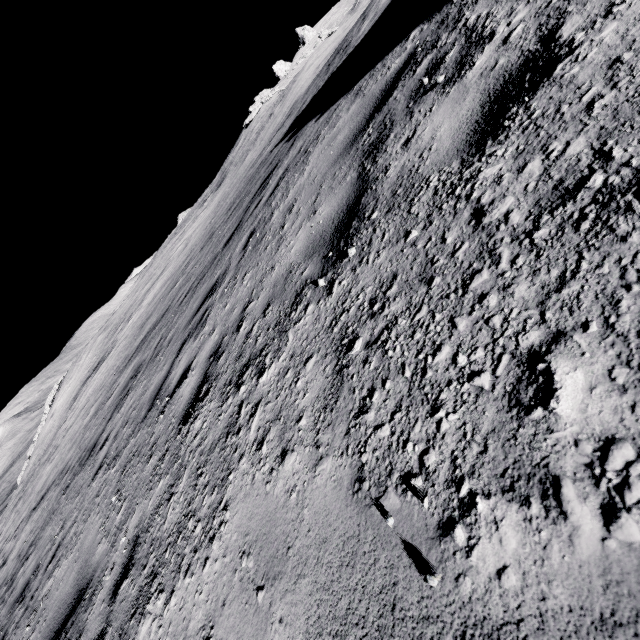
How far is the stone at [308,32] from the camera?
52.3m

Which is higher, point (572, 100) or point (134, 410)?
point (572, 100)

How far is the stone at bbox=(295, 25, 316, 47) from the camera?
52.3 meters
